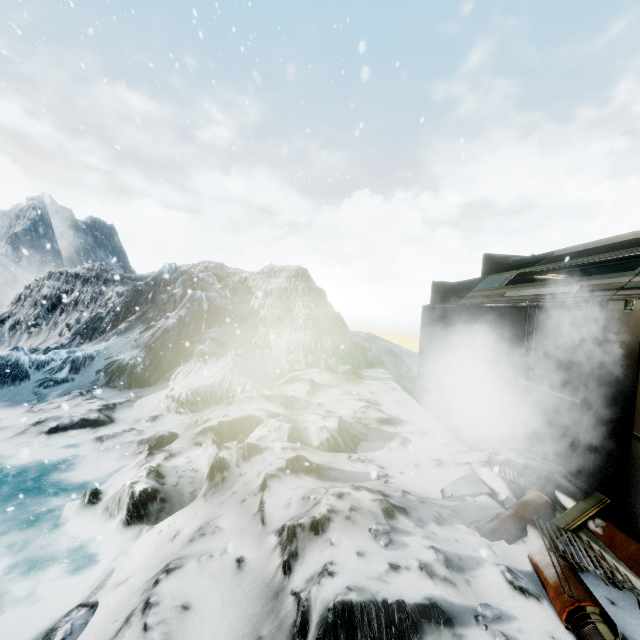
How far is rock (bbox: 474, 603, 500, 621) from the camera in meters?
2.6

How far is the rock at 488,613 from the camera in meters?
2.6 m

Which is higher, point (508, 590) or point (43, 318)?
point (43, 318)
